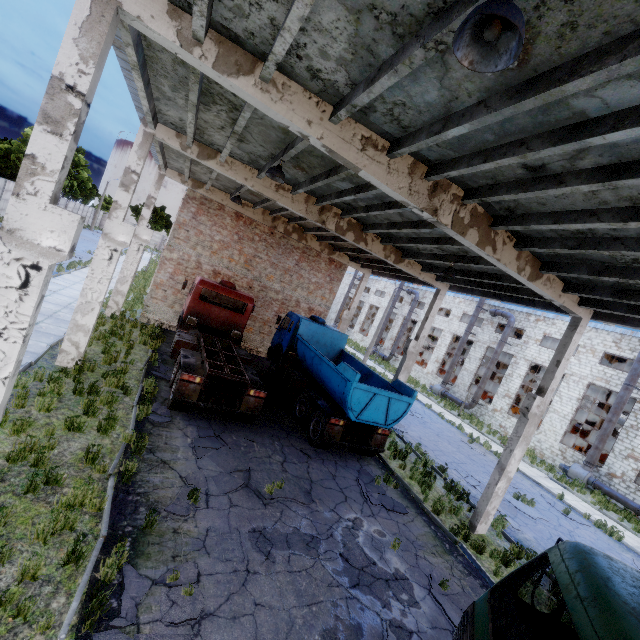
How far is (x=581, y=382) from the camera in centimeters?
2459cm

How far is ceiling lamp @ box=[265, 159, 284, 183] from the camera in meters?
8.1

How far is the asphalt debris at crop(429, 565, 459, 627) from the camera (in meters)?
6.64

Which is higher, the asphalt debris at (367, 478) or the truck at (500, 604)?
the truck at (500, 604)

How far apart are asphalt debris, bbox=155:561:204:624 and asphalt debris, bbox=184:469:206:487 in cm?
99

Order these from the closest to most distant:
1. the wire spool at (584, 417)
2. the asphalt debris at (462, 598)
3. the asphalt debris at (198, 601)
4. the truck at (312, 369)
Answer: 1. the asphalt debris at (198, 601)
2. the asphalt debris at (462, 598)
3. the truck at (312, 369)
4. the wire spool at (584, 417)

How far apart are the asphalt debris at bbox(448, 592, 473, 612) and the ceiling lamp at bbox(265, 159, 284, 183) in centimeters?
1025cm

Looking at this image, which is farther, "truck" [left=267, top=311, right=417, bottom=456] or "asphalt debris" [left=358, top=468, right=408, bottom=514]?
"truck" [left=267, top=311, right=417, bottom=456]
